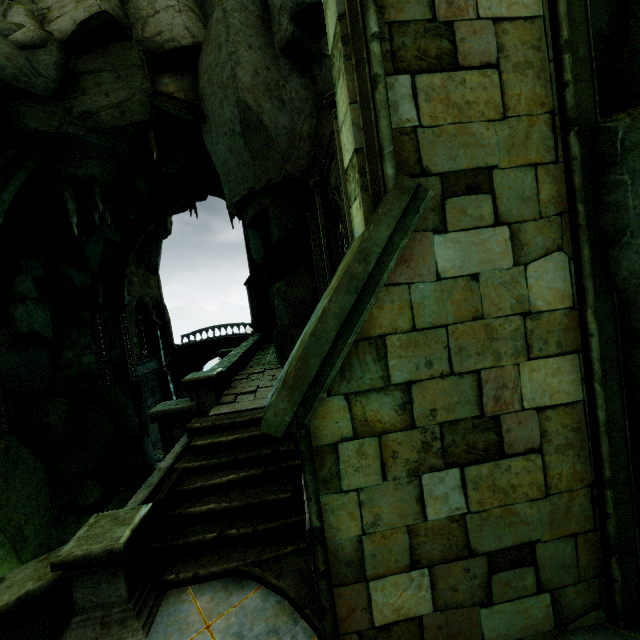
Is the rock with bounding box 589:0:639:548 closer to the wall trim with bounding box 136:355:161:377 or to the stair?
the stair

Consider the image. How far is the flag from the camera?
20.8m

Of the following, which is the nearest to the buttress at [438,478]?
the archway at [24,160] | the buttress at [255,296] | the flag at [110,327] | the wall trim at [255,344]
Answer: the wall trim at [255,344]

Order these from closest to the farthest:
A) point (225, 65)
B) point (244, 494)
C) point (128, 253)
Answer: point (244, 494), point (225, 65), point (128, 253)

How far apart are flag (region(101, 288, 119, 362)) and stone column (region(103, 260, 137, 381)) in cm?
7

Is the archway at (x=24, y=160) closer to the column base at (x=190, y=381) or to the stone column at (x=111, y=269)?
the stone column at (x=111, y=269)

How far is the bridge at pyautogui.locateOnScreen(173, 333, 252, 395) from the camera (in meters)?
32.19

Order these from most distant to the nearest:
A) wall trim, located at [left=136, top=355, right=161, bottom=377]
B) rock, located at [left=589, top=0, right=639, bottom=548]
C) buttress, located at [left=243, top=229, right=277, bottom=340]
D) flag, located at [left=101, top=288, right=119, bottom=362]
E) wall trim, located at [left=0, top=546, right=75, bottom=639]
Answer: buttress, located at [left=243, top=229, right=277, bottom=340] < wall trim, located at [left=136, top=355, right=161, bottom=377] < flag, located at [left=101, top=288, right=119, bottom=362] < wall trim, located at [left=0, top=546, right=75, bottom=639] < rock, located at [left=589, top=0, right=639, bottom=548]
